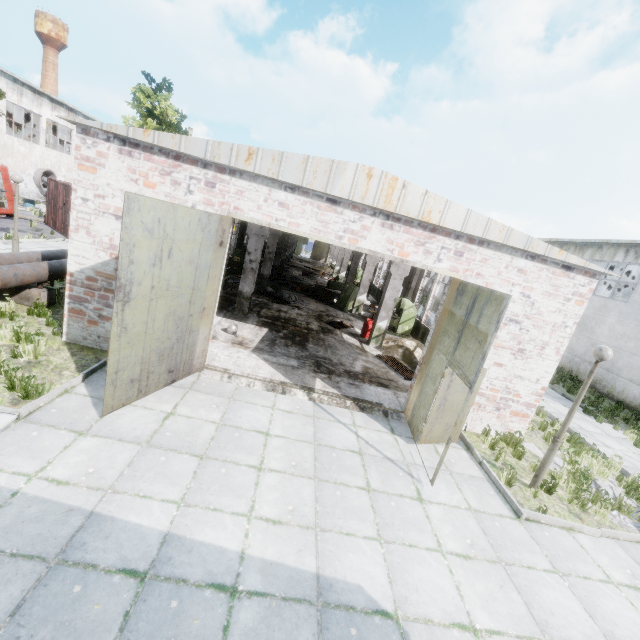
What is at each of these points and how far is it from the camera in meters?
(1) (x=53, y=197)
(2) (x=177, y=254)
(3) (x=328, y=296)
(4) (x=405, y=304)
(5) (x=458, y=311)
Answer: (1) truck dump body, 21.1 m
(2) door, 6.1 m
(3) table, 21.2 m
(4) band saw, 16.9 m
(5) door, 7.1 m

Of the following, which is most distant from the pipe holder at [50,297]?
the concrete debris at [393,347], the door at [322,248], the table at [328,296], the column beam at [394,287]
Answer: the door at [322,248]

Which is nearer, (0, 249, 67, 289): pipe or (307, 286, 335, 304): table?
(0, 249, 67, 289): pipe

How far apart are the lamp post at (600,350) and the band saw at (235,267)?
18.4m

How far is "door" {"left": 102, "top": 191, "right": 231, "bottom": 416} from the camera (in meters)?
5.20

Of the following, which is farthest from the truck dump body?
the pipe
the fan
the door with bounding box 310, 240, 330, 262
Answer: the door with bounding box 310, 240, 330, 262

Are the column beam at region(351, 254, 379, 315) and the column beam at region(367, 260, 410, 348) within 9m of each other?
yes

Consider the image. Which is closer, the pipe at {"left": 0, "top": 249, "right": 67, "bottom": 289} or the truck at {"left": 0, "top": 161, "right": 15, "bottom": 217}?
the pipe at {"left": 0, "top": 249, "right": 67, "bottom": 289}
